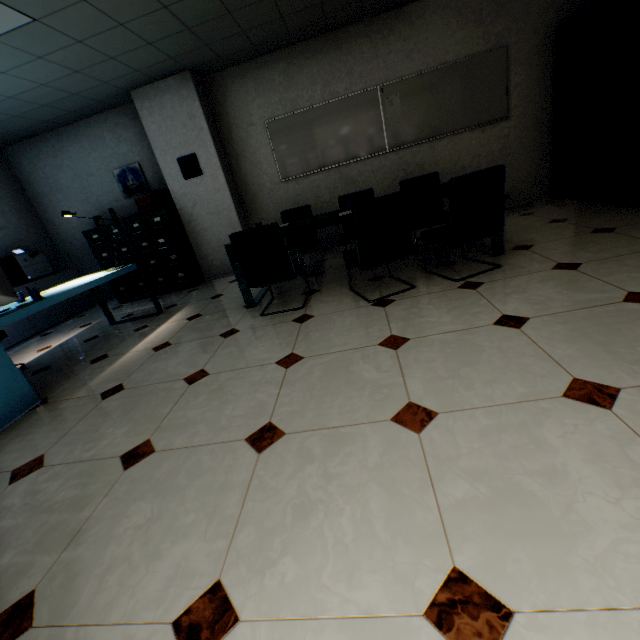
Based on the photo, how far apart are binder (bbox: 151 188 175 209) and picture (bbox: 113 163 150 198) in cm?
47

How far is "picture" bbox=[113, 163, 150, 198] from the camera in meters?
5.6 m

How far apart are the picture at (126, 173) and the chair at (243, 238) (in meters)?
3.62

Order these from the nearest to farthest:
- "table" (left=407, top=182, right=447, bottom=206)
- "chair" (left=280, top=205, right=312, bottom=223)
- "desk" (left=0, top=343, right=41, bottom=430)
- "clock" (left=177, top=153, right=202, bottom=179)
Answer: "desk" (left=0, top=343, right=41, bottom=430) → "table" (left=407, top=182, right=447, bottom=206) → "chair" (left=280, top=205, right=312, bottom=223) → "clock" (left=177, top=153, right=202, bottom=179)

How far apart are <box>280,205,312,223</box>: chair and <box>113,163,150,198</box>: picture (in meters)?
2.80

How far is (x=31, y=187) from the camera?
5.85m

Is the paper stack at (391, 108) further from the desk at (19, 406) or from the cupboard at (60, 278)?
the cupboard at (60, 278)

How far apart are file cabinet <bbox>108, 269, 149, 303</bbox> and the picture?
0.8 meters
